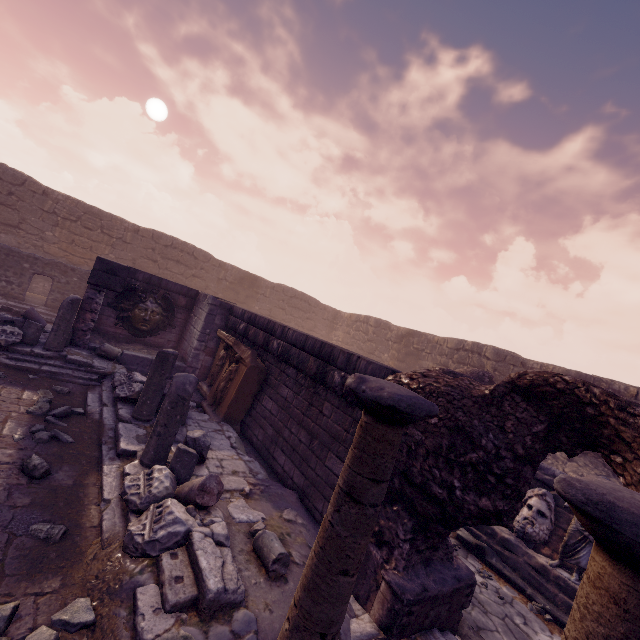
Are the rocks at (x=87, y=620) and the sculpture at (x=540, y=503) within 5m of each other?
no

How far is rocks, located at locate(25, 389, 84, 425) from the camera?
5.2m

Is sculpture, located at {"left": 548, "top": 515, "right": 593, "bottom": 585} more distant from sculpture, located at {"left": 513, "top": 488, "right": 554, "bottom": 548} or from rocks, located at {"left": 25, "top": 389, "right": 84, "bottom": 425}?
rocks, located at {"left": 25, "top": 389, "right": 84, "bottom": 425}

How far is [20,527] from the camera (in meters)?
3.24

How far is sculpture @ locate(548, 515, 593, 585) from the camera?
5.8 meters

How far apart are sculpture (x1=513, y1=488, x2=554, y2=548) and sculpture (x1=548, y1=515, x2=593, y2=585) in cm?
57

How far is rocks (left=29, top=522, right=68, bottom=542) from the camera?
3.23m

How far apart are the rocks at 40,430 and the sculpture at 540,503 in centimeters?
860cm
